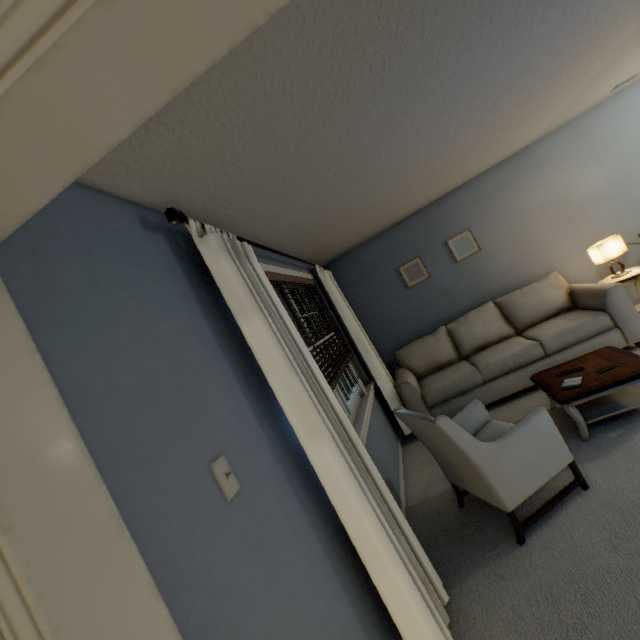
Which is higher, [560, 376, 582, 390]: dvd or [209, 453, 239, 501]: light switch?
[209, 453, 239, 501]: light switch

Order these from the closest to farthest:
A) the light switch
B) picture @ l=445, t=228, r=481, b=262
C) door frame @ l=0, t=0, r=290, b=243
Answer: door frame @ l=0, t=0, r=290, b=243
the light switch
picture @ l=445, t=228, r=481, b=262

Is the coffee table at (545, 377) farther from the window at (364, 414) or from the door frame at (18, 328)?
the door frame at (18, 328)

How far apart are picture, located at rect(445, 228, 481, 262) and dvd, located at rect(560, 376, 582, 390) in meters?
2.2 m

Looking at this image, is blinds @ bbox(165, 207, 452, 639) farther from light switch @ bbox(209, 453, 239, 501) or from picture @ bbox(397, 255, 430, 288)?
picture @ bbox(397, 255, 430, 288)

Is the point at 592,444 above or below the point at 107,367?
below

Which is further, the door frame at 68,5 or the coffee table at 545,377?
the coffee table at 545,377

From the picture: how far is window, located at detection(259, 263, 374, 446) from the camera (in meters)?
2.71
